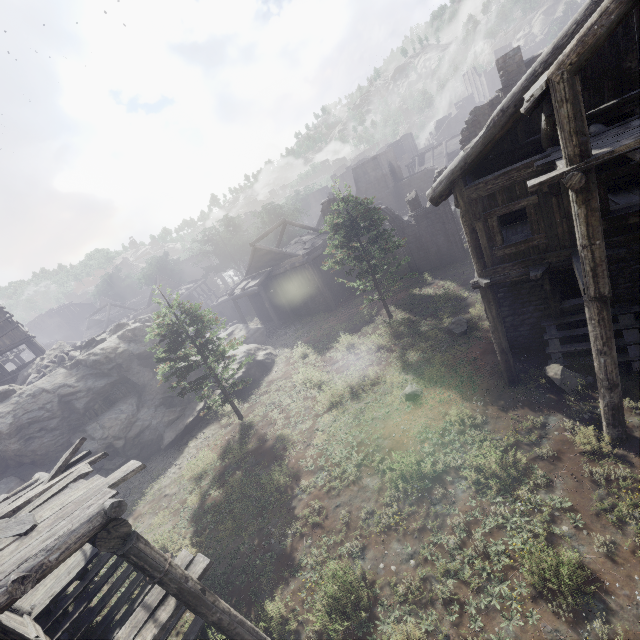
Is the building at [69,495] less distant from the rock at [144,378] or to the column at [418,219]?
the rock at [144,378]

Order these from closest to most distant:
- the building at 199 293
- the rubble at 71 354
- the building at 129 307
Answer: the rubble at 71 354 → the building at 199 293 → the building at 129 307

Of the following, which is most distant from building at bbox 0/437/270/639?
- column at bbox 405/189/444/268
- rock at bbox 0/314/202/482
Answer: column at bbox 405/189/444/268

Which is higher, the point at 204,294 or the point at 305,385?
the point at 204,294

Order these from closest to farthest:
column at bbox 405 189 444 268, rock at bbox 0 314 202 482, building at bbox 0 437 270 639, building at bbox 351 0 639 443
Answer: building at bbox 0 437 270 639 < building at bbox 351 0 639 443 < rock at bbox 0 314 202 482 < column at bbox 405 189 444 268

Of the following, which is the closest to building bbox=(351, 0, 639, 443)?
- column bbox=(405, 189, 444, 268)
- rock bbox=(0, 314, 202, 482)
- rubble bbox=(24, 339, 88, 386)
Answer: rock bbox=(0, 314, 202, 482)

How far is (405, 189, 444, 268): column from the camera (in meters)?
24.42

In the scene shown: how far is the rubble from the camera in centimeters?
2075cm
